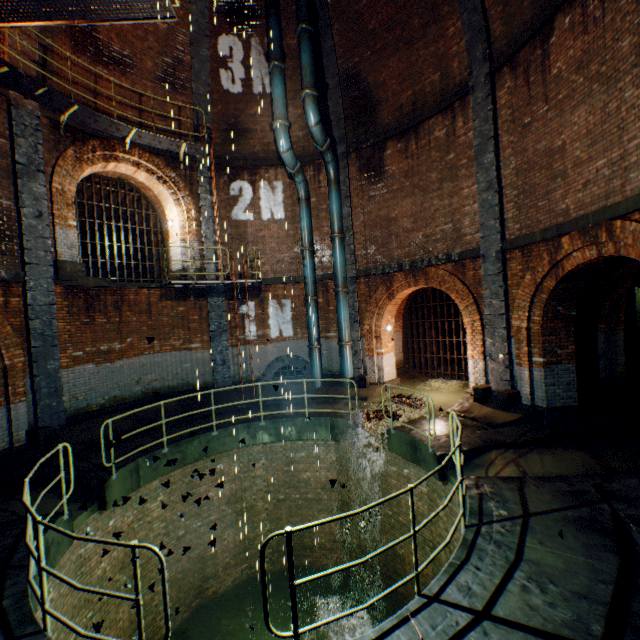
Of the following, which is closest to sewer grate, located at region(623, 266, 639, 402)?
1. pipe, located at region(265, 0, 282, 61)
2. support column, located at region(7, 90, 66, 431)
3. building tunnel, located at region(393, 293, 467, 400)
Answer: building tunnel, located at region(393, 293, 467, 400)

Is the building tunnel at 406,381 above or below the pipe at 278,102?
below

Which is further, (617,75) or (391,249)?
(391,249)

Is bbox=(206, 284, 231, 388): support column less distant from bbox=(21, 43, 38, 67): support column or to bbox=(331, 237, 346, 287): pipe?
bbox=(21, 43, 38, 67): support column

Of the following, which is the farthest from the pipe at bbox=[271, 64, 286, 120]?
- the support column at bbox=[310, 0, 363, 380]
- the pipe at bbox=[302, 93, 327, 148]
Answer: the support column at bbox=[310, 0, 363, 380]

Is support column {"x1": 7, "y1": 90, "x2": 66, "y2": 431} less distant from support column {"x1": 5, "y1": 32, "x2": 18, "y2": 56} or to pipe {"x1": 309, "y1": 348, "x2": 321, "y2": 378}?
support column {"x1": 5, "y1": 32, "x2": 18, "y2": 56}

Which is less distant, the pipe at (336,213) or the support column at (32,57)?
the support column at (32,57)

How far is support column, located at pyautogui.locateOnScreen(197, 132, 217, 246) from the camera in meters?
12.7 m
